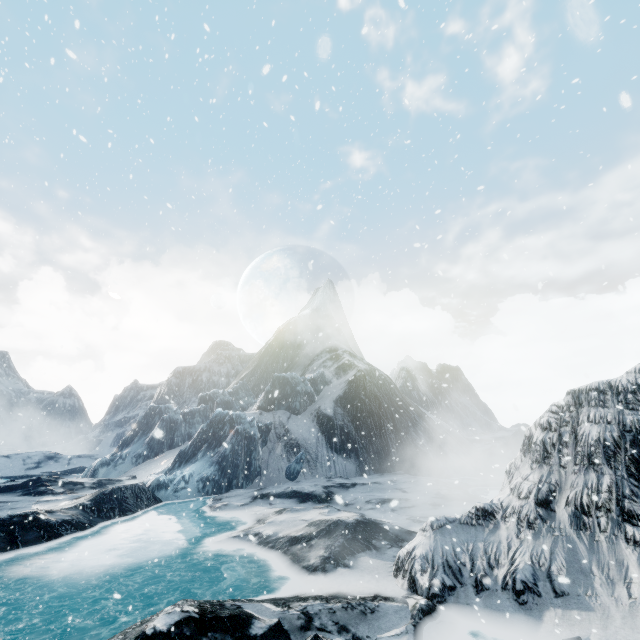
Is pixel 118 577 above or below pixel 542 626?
below
